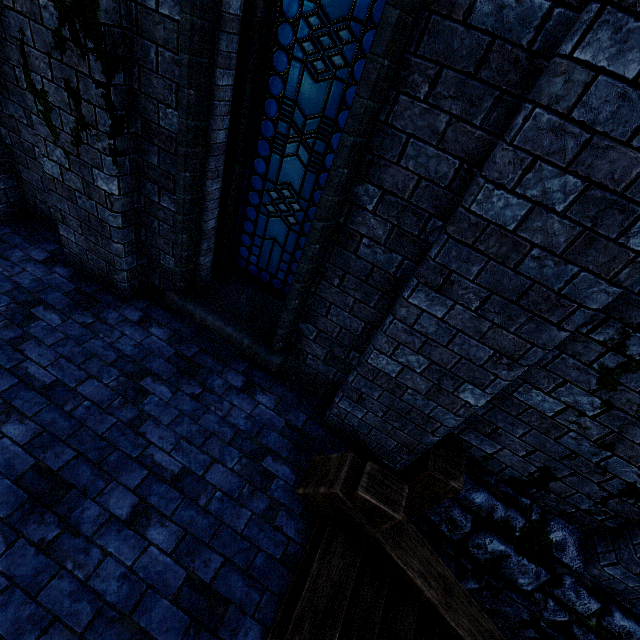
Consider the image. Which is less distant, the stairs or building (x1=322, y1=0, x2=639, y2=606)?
building (x1=322, y1=0, x2=639, y2=606)

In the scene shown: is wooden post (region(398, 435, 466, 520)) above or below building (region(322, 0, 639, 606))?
below

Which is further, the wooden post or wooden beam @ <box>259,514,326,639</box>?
the wooden post

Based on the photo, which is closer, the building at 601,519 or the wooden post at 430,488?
the building at 601,519

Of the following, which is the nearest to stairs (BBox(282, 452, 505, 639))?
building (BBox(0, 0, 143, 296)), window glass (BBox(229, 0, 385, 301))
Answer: building (BBox(0, 0, 143, 296))

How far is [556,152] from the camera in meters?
1.6 m

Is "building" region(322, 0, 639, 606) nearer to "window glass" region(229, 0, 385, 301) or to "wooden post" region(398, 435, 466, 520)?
"wooden post" region(398, 435, 466, 520)

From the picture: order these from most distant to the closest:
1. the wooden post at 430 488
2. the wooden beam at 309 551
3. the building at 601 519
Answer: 1. the wooden post at 430 488
2. the wooden beam at 309 551
3. the building at 601 519
